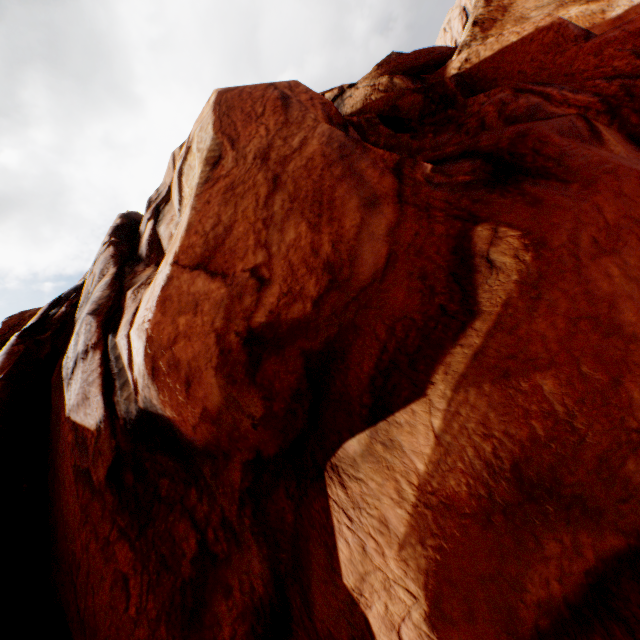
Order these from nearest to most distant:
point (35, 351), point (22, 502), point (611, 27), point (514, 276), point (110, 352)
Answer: point (514, 276), point (110, 352), point (22, 502), point (35, 351), point (611, 27)
